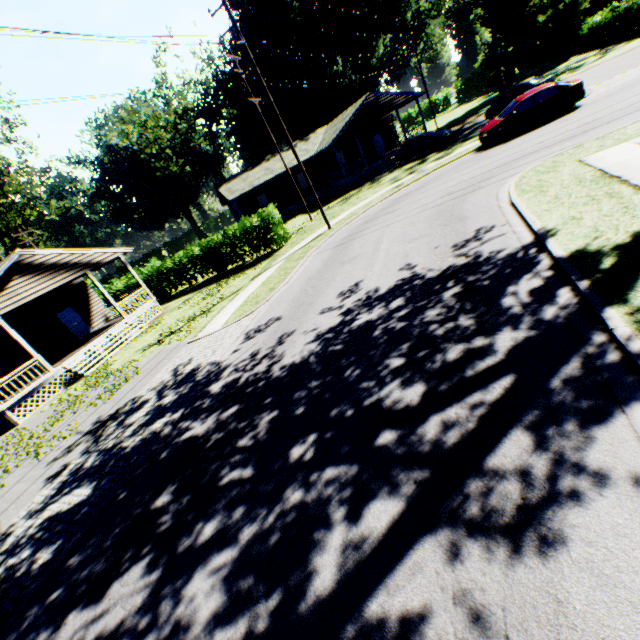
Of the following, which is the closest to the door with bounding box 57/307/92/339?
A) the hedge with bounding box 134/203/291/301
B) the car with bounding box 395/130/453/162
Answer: the hedge with bounding box 134/203/291/301

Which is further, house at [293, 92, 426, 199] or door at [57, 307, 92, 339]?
house at [293, 92, 426, 199]

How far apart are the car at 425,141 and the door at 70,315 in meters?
28.7 m

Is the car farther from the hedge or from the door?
the door

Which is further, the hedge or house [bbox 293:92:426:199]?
house [bbox 293:92:426:199]

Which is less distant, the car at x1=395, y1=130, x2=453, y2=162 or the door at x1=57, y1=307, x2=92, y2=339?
the door at x1=57, y1=307, x2=92, y2=339

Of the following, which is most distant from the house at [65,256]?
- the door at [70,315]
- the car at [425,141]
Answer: the car at [425,141]

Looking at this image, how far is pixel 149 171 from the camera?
59.84m
